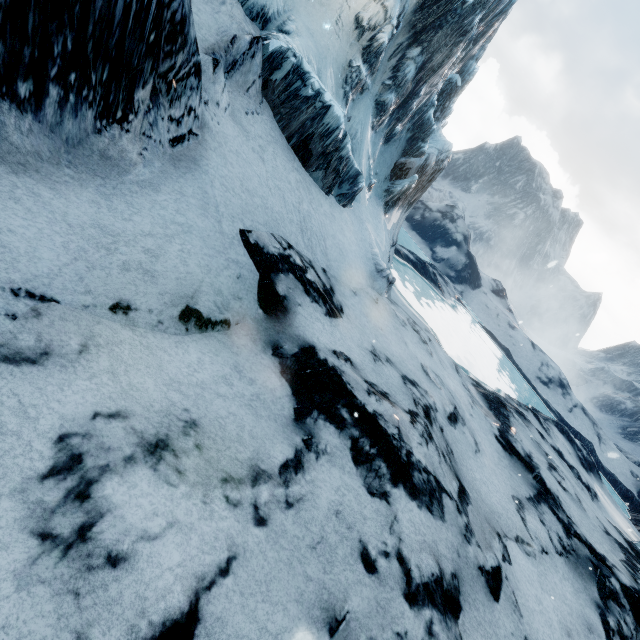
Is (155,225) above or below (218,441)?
above
